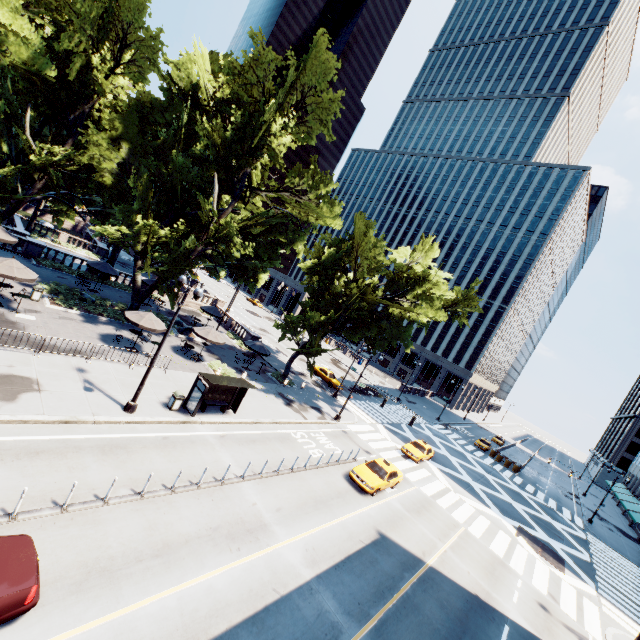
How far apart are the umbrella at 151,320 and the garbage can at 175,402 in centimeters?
584cm

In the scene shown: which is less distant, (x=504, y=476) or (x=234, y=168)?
(x=234, y=168)

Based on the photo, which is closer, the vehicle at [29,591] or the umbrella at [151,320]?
the vehicle at [29,591]

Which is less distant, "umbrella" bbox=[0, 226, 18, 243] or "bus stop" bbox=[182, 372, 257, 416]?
"bus stop" bbox=[182, 372, 257, 416]

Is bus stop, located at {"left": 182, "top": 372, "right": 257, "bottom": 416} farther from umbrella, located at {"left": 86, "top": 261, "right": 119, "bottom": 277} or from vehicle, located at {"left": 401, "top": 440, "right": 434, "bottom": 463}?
umbrella, located at {"left": 86, "top": 261, "right": 119, "bottom": 277}

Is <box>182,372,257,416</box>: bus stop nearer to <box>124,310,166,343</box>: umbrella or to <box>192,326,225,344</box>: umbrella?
<box>124,310,166,343</box>: umbrella

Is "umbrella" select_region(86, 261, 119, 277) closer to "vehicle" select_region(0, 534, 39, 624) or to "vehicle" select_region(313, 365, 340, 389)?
"vehicle" select_region(313, 365, 340, 389)

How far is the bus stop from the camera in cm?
1789
